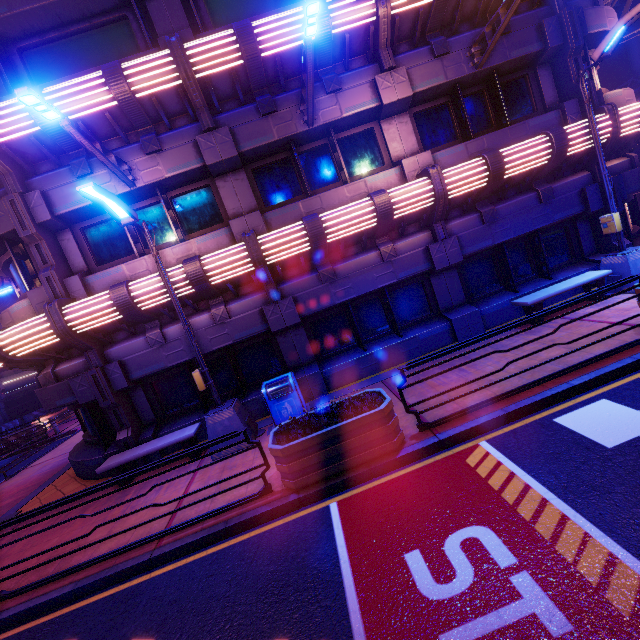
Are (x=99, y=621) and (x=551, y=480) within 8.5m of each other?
yes

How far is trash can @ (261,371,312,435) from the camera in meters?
7.8

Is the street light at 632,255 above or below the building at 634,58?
below

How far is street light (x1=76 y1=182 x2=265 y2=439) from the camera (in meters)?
6.09

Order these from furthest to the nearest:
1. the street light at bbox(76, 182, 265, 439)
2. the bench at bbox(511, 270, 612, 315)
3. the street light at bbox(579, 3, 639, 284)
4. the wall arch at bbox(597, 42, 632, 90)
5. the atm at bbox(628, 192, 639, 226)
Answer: the wall arch at bbox(597, 42, 632, 90) → the atm at bbox(628, 192, 639, 226) → the bench at bbox(511, 270, 612, 315) → the street light at bbox(579, 3, 639, 284) → the street light at bbox(76, 182, 265, 439)

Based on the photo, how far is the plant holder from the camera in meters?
5.2 m

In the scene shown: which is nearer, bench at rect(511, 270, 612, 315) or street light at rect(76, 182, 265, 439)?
street light at rect(76, 182, 265, 439)

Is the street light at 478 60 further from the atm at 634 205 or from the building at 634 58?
the building at 634 58
